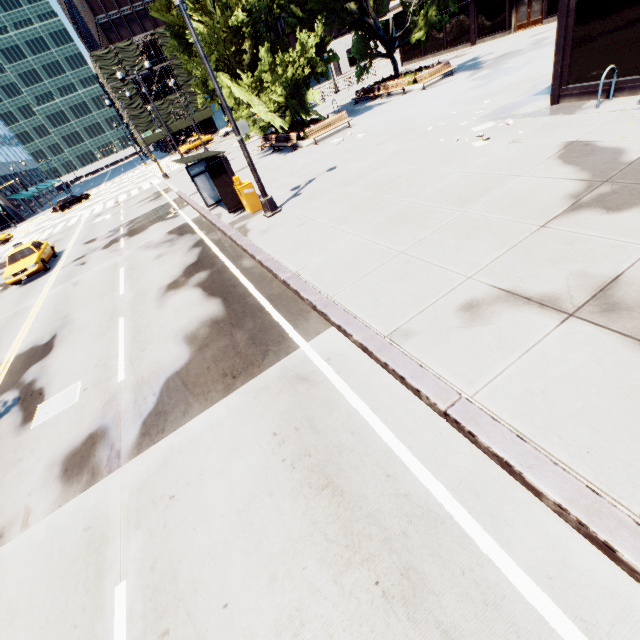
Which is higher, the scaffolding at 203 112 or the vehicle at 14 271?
the scaffolding at 203 112

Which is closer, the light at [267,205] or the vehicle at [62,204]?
the light at [267,205]

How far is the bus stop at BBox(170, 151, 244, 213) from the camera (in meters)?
12.17

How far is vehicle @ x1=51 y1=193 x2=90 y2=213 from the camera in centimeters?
4247cm

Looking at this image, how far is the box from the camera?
12.2m

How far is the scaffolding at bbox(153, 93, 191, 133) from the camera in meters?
53.9

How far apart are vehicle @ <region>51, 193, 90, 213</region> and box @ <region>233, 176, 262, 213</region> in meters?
A: 43.9

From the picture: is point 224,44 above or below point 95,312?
above
